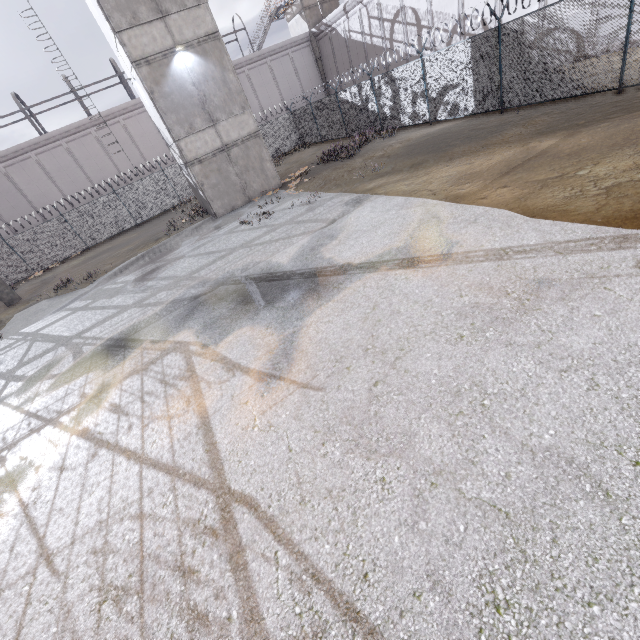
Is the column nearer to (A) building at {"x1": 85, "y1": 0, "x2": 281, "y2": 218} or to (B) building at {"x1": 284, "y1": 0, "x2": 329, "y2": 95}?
(A) building at {"x1": 85, "y1": 0, "x2": 281, "y2": 218}

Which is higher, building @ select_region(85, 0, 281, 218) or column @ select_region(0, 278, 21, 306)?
building @ select_region(85, 0, 281, 218)

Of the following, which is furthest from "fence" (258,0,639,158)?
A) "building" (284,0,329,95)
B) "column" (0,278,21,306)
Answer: "building" (284,0,329,95)

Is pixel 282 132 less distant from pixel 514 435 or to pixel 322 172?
pixel 322 172

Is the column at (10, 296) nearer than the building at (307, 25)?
Yes

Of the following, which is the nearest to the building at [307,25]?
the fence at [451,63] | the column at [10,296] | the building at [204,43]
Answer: the fence at [451,63]

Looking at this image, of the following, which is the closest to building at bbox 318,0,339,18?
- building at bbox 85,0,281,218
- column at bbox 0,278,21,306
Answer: building at bbox 85,0,281,218

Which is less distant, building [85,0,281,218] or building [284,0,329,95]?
building [85,0,281,218]
